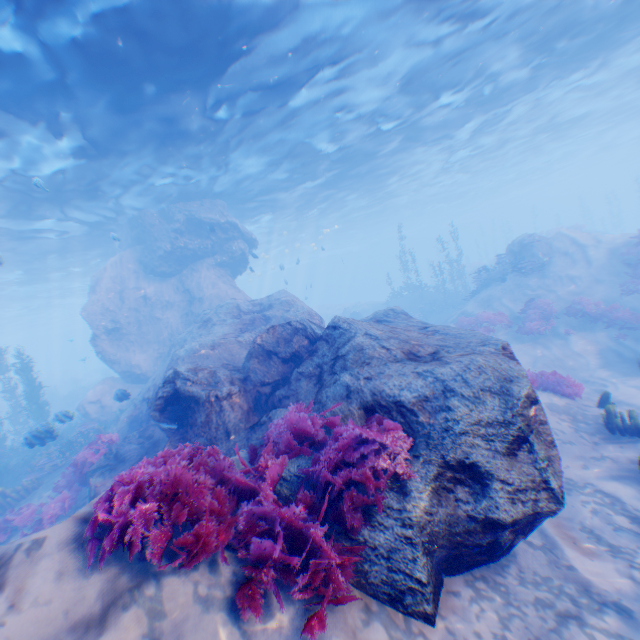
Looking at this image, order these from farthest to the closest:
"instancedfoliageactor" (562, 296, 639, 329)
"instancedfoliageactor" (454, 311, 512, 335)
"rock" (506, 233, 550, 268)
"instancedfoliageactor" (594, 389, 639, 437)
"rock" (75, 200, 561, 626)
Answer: "rock" (506, 233, 550, 268)
"instancedfoliageactor" (454, 311, 512, 335)
"instancedfoliageactor" (562, 296, 639, 329)
"instancedfoliageactor" (594, 389, 639, 437)
"rock" (75, 200, 561, 626)

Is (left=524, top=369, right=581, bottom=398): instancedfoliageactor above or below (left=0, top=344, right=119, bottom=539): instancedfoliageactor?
below

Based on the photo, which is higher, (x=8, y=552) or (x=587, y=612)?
(x=8, y=552)

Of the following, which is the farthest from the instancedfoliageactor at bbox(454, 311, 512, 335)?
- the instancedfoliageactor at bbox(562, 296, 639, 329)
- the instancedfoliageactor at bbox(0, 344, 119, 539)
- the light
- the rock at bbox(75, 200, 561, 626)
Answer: the instancedfoliageactor at bbox(0, 344, 119, 539)

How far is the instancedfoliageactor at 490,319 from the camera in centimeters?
1639cm

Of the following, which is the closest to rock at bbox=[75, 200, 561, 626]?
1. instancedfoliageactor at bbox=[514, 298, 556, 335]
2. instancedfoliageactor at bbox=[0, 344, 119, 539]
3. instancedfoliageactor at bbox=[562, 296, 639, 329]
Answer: instancedfoliageactor at bbox=[0, 344, 119, 539]

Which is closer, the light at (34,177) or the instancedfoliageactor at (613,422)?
the instancedfoliageactor at (613,422)

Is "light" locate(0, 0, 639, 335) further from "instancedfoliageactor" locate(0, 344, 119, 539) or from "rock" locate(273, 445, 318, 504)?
"instancedfoliageactor" locate(0, 344, 119, 539)
